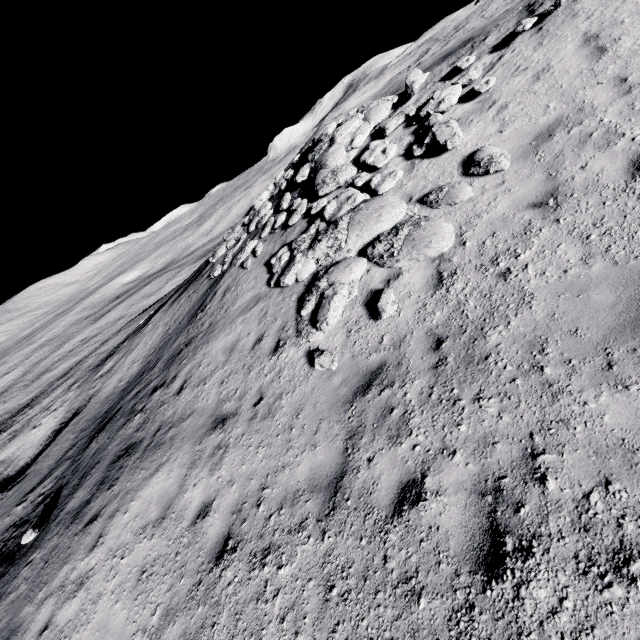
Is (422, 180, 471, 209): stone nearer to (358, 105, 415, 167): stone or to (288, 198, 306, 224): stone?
(358, 105, 415, 167): stone

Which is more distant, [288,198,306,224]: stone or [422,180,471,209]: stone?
[288,198,306,224]: stone

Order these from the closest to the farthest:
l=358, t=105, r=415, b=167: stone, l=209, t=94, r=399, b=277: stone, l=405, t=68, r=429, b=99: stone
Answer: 1. l=358, t=105, r=415, b=167: stone
2. l=405, t=68, r=429, b=99: stone
3. l=209, t=94, r=399, b=277: stone

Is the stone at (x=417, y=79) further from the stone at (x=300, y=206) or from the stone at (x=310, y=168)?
the stone at (x=300, y=206)

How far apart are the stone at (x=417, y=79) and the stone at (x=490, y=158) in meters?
4.7 m

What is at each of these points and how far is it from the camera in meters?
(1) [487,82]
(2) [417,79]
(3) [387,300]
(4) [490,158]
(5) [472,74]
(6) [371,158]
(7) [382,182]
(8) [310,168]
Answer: (1) stone, 8.2 m
(2) stone, 10.3 m
(3) stone, 6.3 m
(4) stone, 6.7 m
(5) stone, 8.8 m
(6) stone, 9.6 m
(7) stone, 8.6 m
(8) stone, 12.6 m

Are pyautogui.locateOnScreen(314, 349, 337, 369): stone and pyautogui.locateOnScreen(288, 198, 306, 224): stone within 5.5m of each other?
no

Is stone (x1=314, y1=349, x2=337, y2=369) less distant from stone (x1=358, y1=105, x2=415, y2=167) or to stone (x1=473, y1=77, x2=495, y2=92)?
stone (x1=358, y1=105, x2=415, y2=167)
